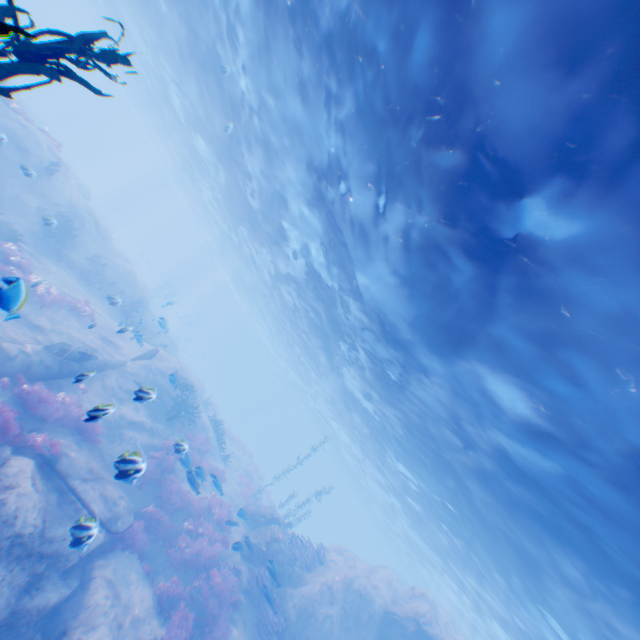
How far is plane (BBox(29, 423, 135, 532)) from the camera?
9.54m

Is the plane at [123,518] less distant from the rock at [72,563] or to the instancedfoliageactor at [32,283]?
the rock at [72,563]

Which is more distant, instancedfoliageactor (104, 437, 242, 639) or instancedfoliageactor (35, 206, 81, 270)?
instancedfoliageactor (35, 206, 81, 270)

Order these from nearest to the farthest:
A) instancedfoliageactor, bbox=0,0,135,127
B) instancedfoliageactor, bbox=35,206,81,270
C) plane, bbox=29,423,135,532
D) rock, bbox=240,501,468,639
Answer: instancedfoliageactor, bbox=0,0,135,127 → plane, bbox=29,423,135,532 → rock, bbox=240,501,468,639 → instancedfoliageactor, bbox=35,206,81,270

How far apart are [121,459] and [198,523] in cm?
1119

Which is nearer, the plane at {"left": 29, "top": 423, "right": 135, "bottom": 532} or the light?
the light

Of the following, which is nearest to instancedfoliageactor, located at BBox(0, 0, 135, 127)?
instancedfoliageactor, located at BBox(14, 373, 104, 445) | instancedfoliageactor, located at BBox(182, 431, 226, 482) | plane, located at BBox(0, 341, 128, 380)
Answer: plane, located at BBox(0, 341, 128, 380)

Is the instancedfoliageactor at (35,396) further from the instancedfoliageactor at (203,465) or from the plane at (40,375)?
the instancedfoliageactor at (203,465)
